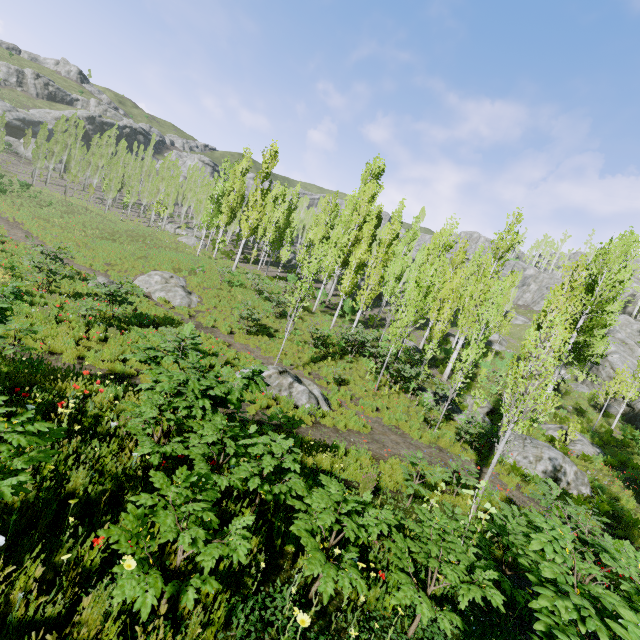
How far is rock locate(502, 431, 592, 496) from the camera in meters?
13.1 m

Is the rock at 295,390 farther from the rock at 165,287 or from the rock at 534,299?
the rock at 534,299

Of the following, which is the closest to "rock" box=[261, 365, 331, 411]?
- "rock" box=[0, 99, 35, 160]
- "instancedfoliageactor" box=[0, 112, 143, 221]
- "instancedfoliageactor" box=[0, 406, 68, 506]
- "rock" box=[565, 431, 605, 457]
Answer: "instancedfoliageactor" box=[0, 112, 143, 221]

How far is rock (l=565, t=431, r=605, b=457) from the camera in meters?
17.3 m

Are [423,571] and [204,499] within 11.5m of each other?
yes

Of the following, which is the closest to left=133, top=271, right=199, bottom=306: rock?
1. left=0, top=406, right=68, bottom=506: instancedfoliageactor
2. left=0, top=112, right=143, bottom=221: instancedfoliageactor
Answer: left=0, top=112, right=143, bottom=221: instancedfoliageactor

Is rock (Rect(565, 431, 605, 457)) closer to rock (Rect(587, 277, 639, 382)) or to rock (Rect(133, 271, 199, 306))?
rock (Rect(587, 277, 639, 382))

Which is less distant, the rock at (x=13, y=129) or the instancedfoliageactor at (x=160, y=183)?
the instancedfoliageactor at (x=160, y=183)
